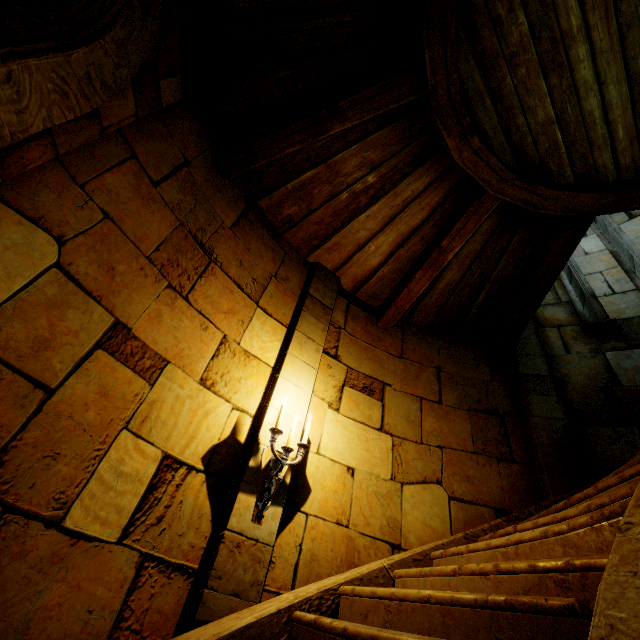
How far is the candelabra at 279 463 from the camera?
2.8m

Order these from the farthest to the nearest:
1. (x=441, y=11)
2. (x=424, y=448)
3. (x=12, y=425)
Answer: (x=424, y=448) < (x=441, y=11) < (x=12, y=425)

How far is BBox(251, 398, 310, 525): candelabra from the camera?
2.8 meters
